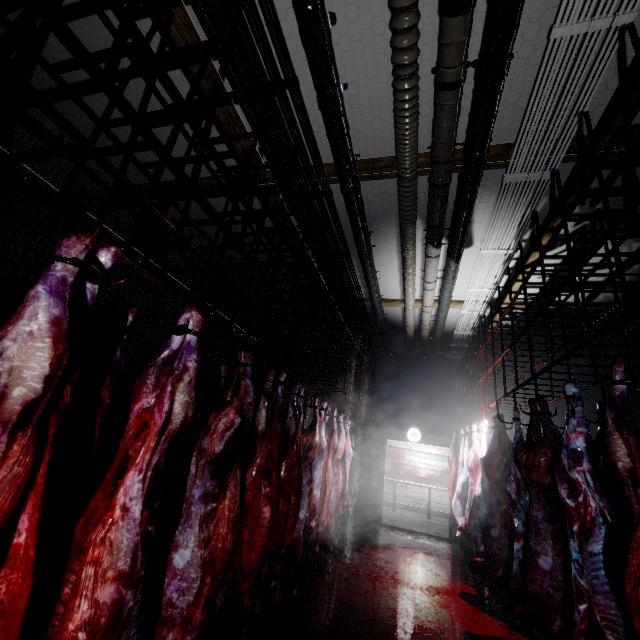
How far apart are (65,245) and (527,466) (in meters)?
3.31

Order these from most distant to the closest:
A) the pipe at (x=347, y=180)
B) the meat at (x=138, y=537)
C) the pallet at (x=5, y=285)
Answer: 1. the pallet at (x=5, y=285)
2. the pipe at (x=347, y=180)
3. the meat at (x=138, y=537)

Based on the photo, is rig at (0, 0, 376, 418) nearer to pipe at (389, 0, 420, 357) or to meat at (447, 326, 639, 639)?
pipe at (389, 0, 420, 357)

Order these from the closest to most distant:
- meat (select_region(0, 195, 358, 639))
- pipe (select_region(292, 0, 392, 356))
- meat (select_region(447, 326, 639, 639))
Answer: meat (select_region(0, 195, 358, 639)), meat (select_region(447, 326, 639, 639)), pipe (select_region(292, 0, 392, 356))

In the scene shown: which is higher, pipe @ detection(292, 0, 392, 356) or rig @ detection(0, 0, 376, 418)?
pipe @ detection(292, 0, 392, 356)

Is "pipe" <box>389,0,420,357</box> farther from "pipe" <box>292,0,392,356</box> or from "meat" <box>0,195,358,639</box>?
"meat" <box>0,195,358,639</box>

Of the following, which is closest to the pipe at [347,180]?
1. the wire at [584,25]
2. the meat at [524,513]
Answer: the wire at [584,25]

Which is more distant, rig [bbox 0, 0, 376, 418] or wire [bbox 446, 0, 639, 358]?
wire [bbox 446, 0, 639, 358]
